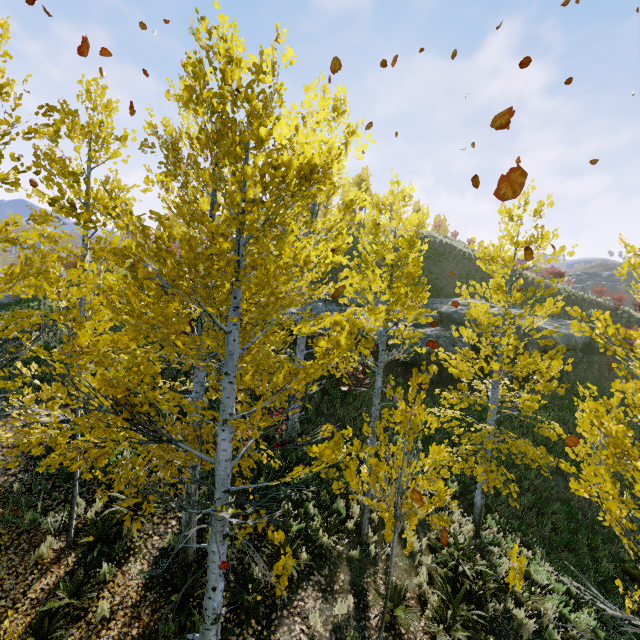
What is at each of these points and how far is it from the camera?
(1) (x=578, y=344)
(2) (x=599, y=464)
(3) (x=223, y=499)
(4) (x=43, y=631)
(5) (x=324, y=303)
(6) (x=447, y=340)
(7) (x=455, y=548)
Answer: (1) rock, 20.38m
(2) instancedfoliageactor, 10.02m
(3) instancedfoliageactor, 3.73m
(4) instancedfoliageactor, 5.49m
(5) rock, 21.38m
(6) rock, 17.52m
(7) instancedfoliageactor, 8.37m

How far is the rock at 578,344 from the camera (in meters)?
17.72

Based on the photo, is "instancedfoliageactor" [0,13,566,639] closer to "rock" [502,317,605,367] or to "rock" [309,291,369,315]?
"rock" [502,317,605,367]

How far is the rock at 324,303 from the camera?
19.68m

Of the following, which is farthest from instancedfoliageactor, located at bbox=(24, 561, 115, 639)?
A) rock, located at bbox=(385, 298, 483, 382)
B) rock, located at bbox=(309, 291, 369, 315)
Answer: rock, located at bbox=(309, 291, 369, 315)

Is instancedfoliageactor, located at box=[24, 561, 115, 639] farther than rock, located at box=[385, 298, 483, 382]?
No

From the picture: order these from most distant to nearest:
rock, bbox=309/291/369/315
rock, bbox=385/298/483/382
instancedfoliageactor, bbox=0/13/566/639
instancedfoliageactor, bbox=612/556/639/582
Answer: rock, bbox=309/291/369/315 → rock, bbox=385/298/483/382 → instancedfoliageactor, bbox=612/556/639/582 → instancedfoliageactor, bbox=0/13/566/639
